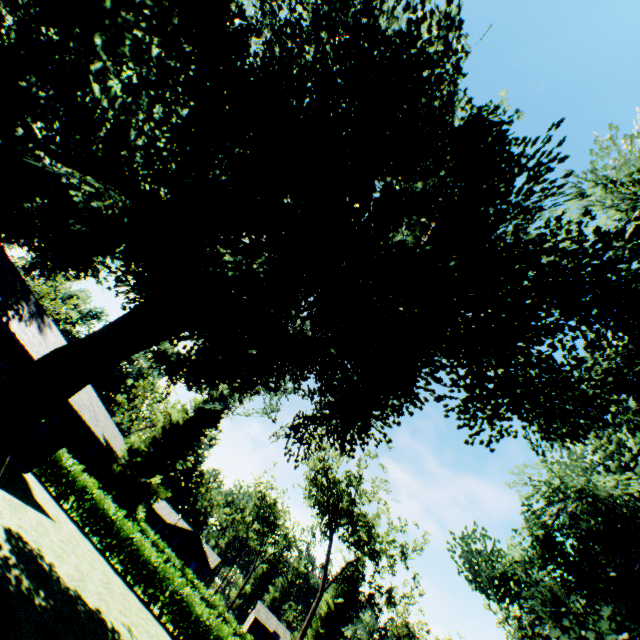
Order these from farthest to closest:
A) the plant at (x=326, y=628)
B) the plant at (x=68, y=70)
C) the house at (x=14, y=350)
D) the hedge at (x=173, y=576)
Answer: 1. the plant at (x=326, y=628)
2. the hedge at (x=173, y=576)
3. the house at (x=14, y=350)
4. the plant at (x=68, y=70)

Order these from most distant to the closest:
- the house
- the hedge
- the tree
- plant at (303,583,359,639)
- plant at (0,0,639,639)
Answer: plant at (303,583,359,639) → the tree → the hedge → the house → plant at (0,0,639,639)

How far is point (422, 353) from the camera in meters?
17.0

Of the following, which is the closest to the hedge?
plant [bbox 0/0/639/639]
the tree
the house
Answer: the house

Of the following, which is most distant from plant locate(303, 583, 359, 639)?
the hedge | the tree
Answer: the tree

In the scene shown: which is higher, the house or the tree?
the tree

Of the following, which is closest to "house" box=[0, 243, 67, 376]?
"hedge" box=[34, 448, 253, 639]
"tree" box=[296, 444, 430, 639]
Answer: "hedge" box=[34, 448, 253, 639]

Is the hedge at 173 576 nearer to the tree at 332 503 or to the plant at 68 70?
the plant at 68 70
